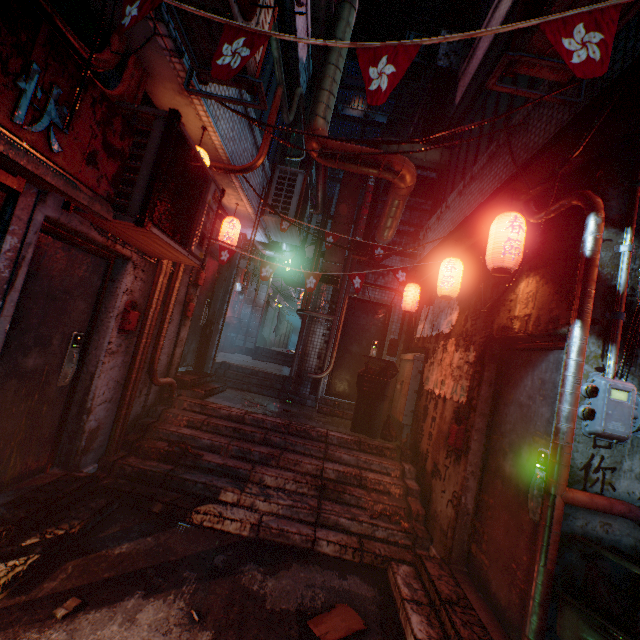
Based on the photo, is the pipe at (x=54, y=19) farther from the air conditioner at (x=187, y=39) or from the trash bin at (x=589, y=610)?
the trash bin at (x=589, y=610)

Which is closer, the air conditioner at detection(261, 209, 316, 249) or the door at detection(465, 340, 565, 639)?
the door at detection(465, 340, 565, 639)

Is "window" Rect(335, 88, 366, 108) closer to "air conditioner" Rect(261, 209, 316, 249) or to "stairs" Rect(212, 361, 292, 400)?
"air conditioner" Rect(261, 209, 316, 249)

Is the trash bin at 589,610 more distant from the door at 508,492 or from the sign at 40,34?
the sign at 40,34

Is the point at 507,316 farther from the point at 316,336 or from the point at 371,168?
the point at 316,336

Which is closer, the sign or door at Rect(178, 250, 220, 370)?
the sign

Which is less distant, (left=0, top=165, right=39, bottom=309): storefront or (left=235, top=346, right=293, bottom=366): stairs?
(left=0, top=165, right=39, bottom=309): storefront

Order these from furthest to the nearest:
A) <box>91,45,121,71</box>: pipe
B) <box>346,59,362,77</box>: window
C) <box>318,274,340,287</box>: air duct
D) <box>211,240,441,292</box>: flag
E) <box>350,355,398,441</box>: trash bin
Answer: <box>346,59,362,77</box>: window < <box>318,274,340,287</box>: air duct < <box>350,355,398,441</box>: trash bin < <box>211,240,441,292</box>: flag < <box>91,45,121,71</box>: pipe
